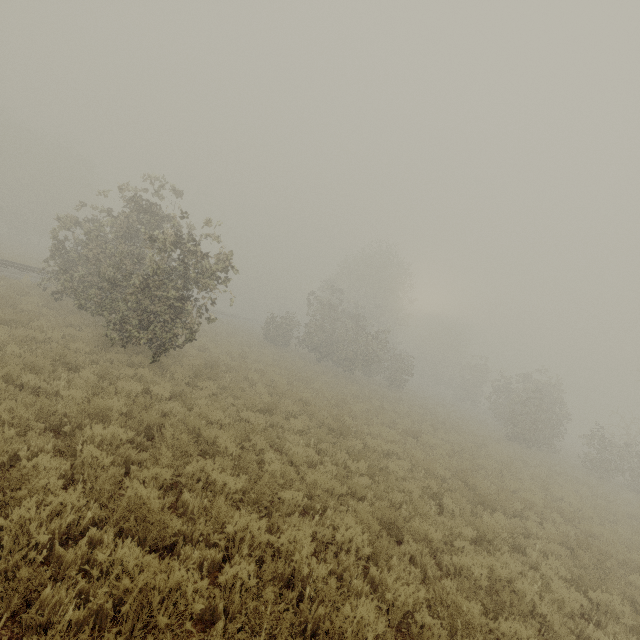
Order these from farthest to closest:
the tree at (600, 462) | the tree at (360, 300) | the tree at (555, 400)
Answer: the tree at (360, 300), the tree at (555, 400), the tree at (600, 462)

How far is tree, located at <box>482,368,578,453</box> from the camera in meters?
25.0 m

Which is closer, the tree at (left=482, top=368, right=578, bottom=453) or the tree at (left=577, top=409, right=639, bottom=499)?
the tree at (left=577, top=409, right=639, bottom=499)

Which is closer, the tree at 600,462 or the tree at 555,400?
the tree at 600,462

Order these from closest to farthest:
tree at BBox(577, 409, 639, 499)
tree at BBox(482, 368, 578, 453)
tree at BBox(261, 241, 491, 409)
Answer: tree at BBox(577, 409, 639, 499)
tree at BBox(482, 368, 578, 453)
tree at BBox(261, 241, 491, 409)

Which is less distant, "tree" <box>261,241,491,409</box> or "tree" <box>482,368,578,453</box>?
"tree" <box>482,368,578,453</box>

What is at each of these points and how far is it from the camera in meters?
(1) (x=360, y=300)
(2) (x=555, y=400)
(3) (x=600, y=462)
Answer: (1) tree, 46.7 m
(2) tree, 27.2 m
(3) tree, 23.2 m
